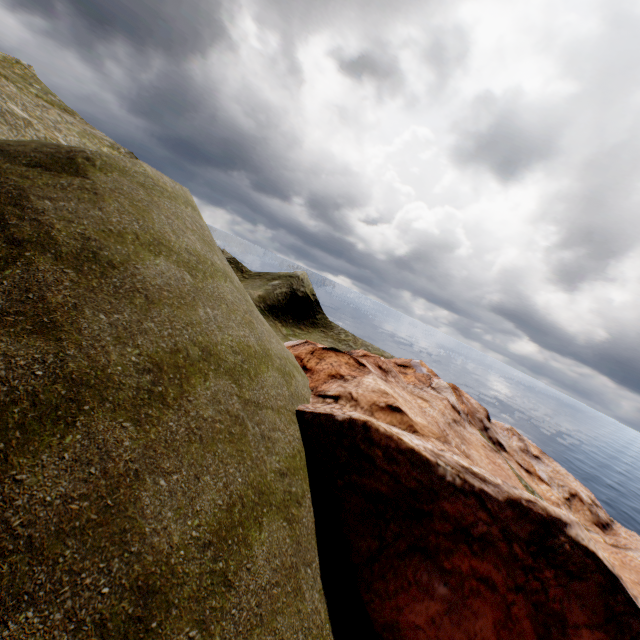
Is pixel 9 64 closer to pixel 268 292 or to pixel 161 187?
pixel 268 292
